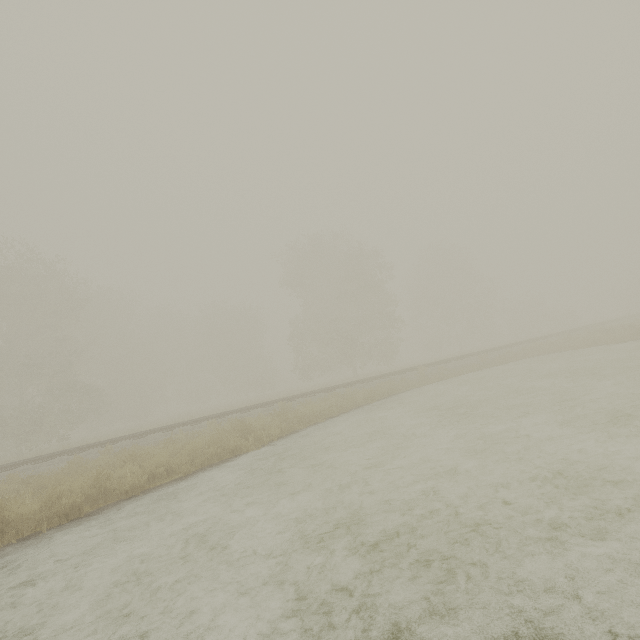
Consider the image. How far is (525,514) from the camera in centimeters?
391cm
